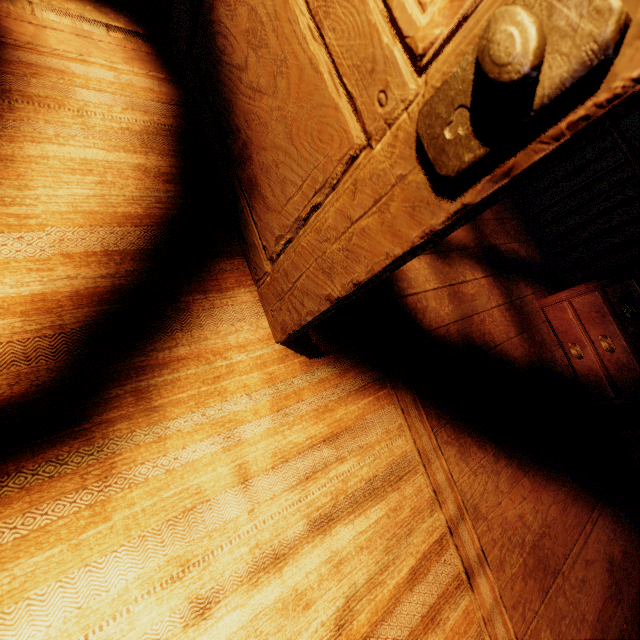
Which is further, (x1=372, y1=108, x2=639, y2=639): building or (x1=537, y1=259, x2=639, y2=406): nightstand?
(x1=537, y1=259, x2=639, y2=406): nightstand

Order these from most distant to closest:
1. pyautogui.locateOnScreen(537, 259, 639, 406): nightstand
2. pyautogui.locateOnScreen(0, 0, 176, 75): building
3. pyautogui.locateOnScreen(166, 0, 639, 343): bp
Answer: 1. pyautogui.locateOnScreen(537, 259, 639, 406): nightstand
2. pyautogui.locateOnScreen(0, 0, 176, 75): building
3. pyautogui.locateOnScreen(166, 0, 639, 343): bp

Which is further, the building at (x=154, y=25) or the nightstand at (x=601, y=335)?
the nightstand at (x=601, y=335)

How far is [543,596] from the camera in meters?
1.6

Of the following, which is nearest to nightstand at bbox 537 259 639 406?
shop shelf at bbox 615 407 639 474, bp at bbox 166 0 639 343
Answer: shop shelf at bbox 615 407 639 474

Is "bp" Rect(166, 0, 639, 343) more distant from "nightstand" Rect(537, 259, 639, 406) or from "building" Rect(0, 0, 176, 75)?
"nightstand" Rect(537, 259, 639, 406)

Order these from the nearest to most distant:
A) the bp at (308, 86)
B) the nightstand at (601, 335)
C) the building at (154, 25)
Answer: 1. the bp at (308, 86)
2. the building at (154, 25)
3. the nightstand at (601, 335)

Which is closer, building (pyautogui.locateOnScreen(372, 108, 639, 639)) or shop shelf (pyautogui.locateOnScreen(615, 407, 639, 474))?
building (pyautogui.locateOnScreen(372, 108, 639, 639))
